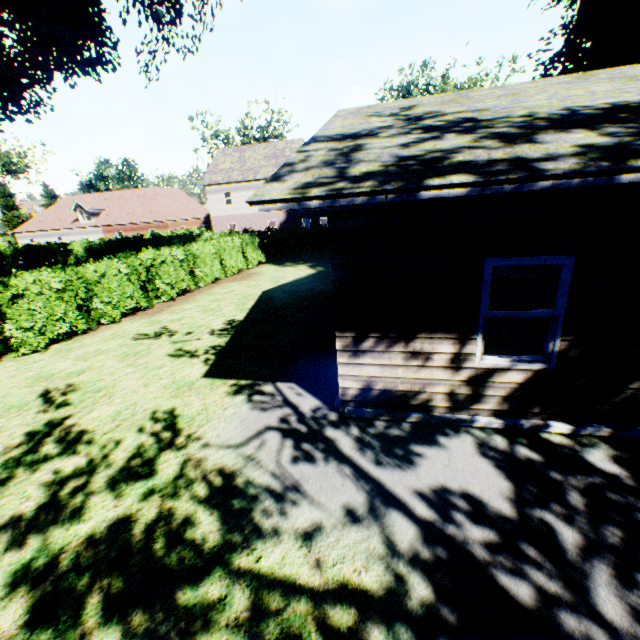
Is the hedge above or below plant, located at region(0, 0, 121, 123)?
below

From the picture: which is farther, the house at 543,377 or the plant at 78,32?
the plant at 78,32

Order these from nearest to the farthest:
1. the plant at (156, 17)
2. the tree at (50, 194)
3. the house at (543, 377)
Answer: the house at (543, 377), the plant at (156, 17), the tree at (50, 194)

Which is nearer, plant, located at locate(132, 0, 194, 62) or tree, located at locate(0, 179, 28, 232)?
plant, located at locate(132, 0, 194, 62)

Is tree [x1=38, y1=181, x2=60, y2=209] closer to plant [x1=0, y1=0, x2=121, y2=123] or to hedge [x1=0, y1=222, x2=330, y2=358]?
hedge [x1=0, y1=222, x2=330, y2=358]

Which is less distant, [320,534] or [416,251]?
[320,534]
